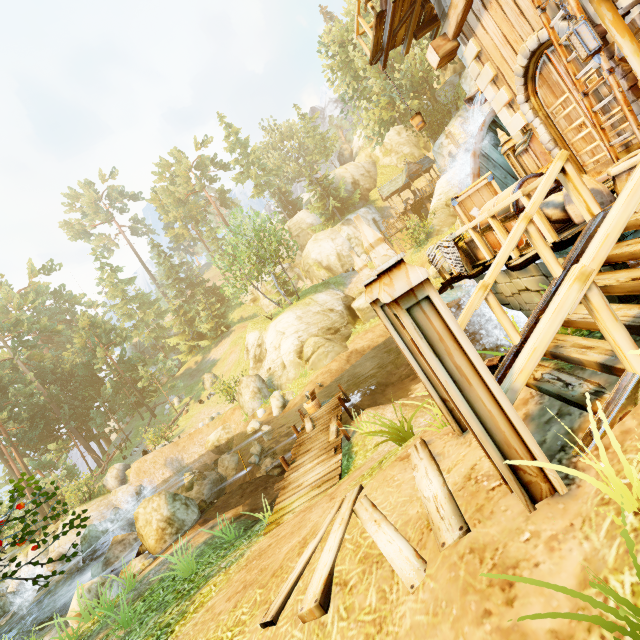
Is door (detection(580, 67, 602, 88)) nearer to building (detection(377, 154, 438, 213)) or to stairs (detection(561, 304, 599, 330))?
stairs (detection(561, 304, 599, 330))

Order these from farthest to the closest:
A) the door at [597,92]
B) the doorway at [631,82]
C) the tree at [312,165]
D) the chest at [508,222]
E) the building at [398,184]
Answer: the tree at [312,165] → the building at [398,184] → the door at [597,92] → the doorway at [631,82] → the chest at [508,222]

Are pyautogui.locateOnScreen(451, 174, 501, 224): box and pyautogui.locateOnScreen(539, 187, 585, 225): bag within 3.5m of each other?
yes

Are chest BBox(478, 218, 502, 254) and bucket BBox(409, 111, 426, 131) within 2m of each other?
no

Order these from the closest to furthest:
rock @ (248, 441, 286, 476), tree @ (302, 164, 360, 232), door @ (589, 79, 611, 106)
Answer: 1. door @ (589, 79, 611, 106)
2. rock @ (248, 441, 286, 476)
3. tree @ (302, 164, 360, 232)

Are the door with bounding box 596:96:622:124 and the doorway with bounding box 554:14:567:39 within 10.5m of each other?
yes

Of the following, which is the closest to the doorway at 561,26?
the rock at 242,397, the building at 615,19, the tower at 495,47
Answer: the tower at 495,47

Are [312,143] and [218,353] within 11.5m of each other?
no
